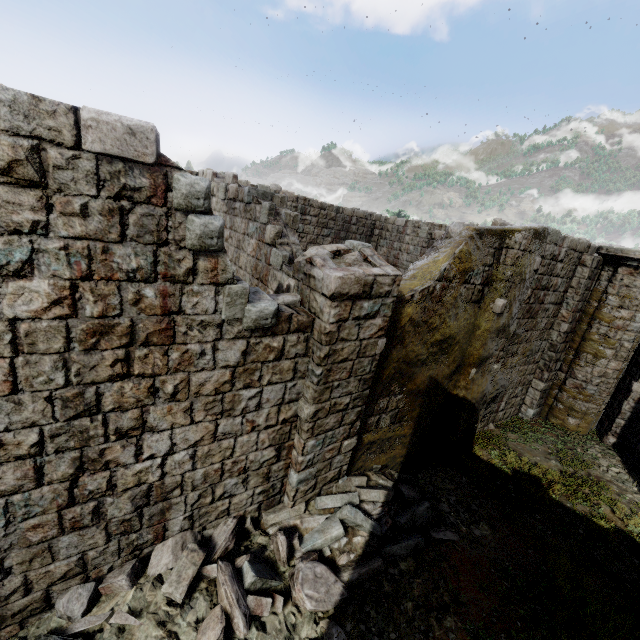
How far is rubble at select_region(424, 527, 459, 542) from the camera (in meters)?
6.26

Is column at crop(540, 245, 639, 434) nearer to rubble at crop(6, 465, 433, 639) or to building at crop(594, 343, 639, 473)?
building at crop(594, 343, 639, 473)

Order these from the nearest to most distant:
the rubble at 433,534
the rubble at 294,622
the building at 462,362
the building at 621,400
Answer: the building at 462,362 → the rubble at 294,622 → the rubble at 433,534 → the building at 621,400

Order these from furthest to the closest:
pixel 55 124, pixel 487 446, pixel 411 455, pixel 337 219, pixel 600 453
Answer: pixel 337 219 → pixel 600 453 → pixel 487 446 → pixel 411 455 → pixel 55 124

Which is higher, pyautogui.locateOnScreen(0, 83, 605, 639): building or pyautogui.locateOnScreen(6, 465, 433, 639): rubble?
pyautogui.locateOnScreen(0, 83, 605, 639): building

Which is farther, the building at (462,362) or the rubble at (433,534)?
the rubble at (433,534)

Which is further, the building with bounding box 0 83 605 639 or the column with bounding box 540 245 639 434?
the column with bounding box 540 245 639 434
